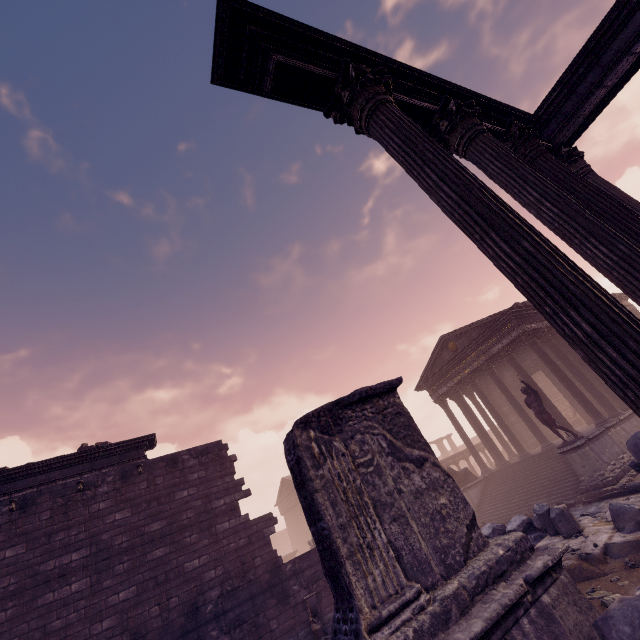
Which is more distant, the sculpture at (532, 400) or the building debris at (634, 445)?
the sculpture at (532, 400)

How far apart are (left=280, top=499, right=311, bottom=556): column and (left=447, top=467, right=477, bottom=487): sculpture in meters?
26.5 m

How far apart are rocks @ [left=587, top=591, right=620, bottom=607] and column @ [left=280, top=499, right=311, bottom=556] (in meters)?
38.04

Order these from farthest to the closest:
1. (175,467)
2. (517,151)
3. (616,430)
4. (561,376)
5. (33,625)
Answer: (561,376), (616,430), (175,467), (33,625), (517,151)

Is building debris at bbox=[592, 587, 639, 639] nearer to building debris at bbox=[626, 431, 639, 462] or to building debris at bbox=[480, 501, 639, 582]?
building debris at bbox=[626, 431, 639, 462]

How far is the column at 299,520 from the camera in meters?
36.3 m

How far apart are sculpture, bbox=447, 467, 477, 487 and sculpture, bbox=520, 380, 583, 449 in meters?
6.4

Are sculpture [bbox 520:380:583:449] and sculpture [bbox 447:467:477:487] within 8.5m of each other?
yes
